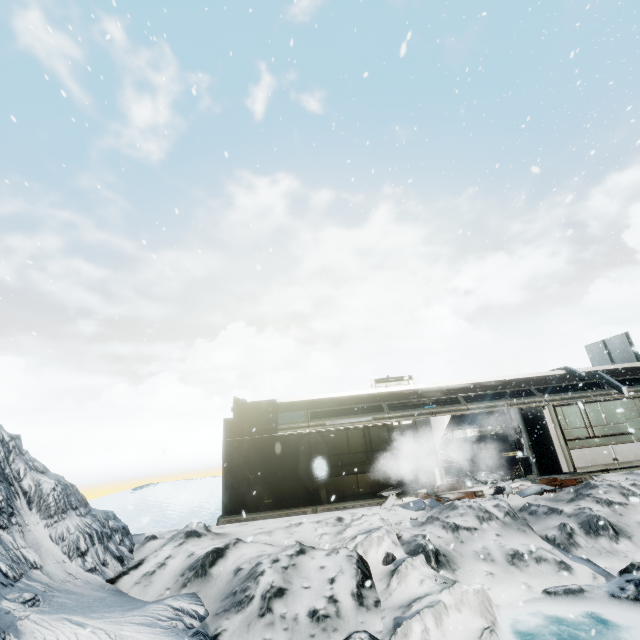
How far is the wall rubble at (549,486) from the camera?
11.2 meters

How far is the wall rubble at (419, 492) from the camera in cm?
1120

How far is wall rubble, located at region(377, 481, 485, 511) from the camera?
11.2m

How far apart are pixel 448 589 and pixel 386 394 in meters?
10.5 m

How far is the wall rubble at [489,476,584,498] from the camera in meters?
11.2
